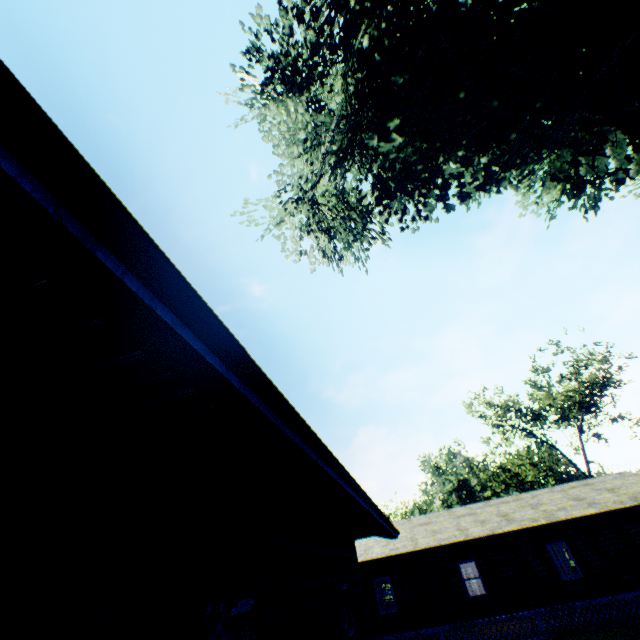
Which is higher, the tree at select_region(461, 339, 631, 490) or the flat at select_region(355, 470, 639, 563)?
the tree at select_region(461, 339, 631, 490)

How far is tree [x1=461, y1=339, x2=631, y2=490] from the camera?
35.22m

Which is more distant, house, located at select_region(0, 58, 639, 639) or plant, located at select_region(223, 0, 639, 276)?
plant, located at select_region(223, 0, 639, 276)

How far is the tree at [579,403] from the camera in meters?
35.2

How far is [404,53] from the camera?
12.3 meters

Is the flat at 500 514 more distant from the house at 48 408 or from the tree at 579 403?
the house at 48 408

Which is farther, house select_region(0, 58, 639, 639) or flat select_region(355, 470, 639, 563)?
flat select_region(355, 470, 639, 563)

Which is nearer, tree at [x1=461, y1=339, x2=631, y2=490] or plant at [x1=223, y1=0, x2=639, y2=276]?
plant at [x1=223, y1=0, x2=639, y2=276]
